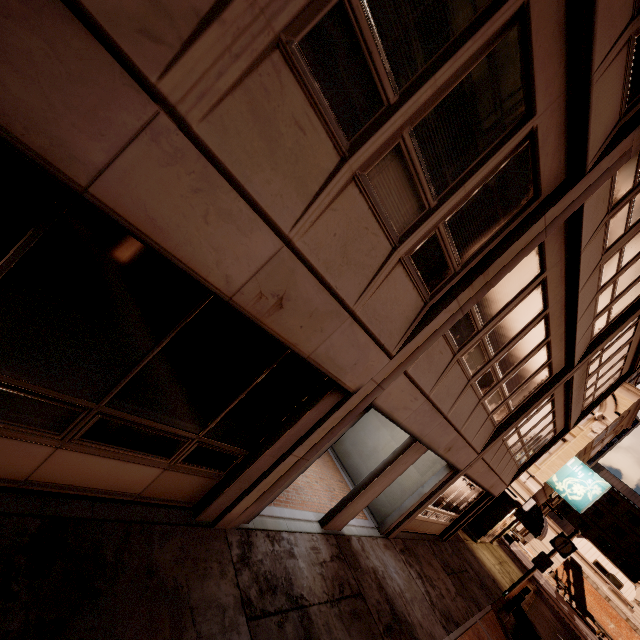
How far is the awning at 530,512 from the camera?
18.52m

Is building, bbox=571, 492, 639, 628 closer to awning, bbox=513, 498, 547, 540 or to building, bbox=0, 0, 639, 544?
awning, bbox=513, 498, 547, 540

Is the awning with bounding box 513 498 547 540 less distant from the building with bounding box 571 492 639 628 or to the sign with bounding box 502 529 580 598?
the sign with bounding box 502 529 580 598

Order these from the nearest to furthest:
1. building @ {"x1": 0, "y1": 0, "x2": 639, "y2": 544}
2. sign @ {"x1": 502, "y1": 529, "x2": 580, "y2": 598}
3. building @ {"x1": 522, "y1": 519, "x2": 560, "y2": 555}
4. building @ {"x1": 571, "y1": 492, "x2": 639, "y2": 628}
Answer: building @ {"x1": 0, "y1": 0, "x2": 639, "y2": 544} < sign @ {"x1": 502, "y1": 529, "x2": 580, "y2": 598} < building @ {"x1": 571, "y1": 492, "x2": 639, "y2": 628} < building @ {"x1": 522, "y1": 519, "x2": 560, "y2": 555}

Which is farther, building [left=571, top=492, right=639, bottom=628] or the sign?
building [left=571, top=492, right=639, bottom=628]

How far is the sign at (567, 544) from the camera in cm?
1502

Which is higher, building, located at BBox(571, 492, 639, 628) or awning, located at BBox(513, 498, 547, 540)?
building, located at BBox(571, 492, 639, 628)

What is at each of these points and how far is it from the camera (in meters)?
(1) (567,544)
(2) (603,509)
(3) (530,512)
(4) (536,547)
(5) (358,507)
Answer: (1) sign, 15.09
(2) building, 59.91
(3) awning, 19.02
(4) building, 48.19
(5) building, 7.67
